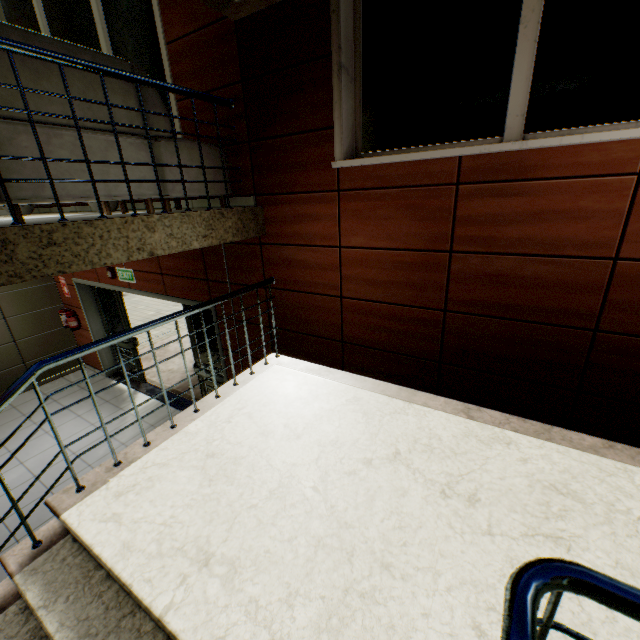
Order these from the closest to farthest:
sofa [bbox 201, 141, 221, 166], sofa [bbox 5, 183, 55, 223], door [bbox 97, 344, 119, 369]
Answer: sofa [bbox 5, 183, 55, 223] < sofa [bbox 201, 141, 221, 166] < door [bbox 97, 344, 119, 369]

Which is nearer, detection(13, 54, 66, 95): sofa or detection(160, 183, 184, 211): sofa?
detection(13, 54, 66, 95): sofa

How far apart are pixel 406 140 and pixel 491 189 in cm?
82

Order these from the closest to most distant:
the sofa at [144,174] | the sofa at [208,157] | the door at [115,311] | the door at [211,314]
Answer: the sofa at [144,174], the sofa at [208,157], the door at [211,314], the door at [115,311]

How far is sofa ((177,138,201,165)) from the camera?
2.9 meters

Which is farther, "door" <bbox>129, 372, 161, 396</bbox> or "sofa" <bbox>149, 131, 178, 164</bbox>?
"door" <bbox>129, 372, 161, 396</bbox>

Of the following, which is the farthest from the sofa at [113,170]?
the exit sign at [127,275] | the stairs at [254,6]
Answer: the exit sign at [127,275]
